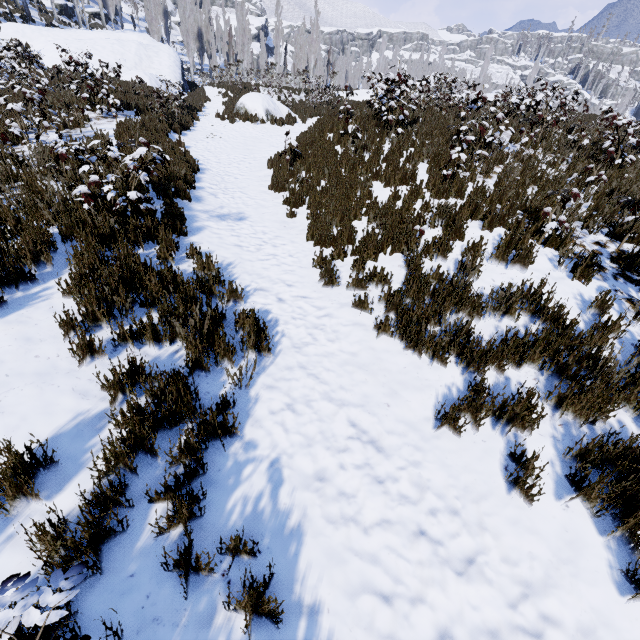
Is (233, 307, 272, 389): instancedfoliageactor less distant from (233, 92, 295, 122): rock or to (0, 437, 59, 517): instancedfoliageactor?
(233, 92, 295, 122): rock

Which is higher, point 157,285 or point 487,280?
point 487,280

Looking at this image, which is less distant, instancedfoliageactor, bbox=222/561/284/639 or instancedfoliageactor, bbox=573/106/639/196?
instancedfoliageactor, bbox=222/561/284/639

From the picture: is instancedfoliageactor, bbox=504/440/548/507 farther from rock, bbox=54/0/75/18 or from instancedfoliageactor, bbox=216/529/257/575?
rock, bbox=54/0/75/18

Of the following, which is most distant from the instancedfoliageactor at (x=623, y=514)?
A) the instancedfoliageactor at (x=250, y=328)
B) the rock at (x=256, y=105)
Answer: the instancedfoliageactor at (x=250, y=328)

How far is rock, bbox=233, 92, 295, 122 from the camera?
16.80m

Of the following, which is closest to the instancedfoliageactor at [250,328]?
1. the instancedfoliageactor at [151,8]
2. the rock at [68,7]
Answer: the instancedfoliageactor at [151,8]
